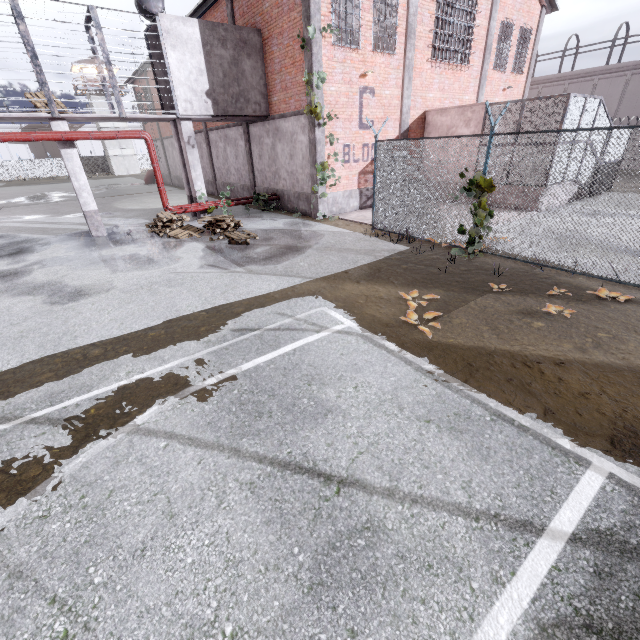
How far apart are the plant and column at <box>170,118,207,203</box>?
11.04m

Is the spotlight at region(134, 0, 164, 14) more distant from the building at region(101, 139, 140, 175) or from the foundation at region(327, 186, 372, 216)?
the building at region(101, 139, 140, 175)

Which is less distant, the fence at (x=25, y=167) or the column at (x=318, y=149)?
the column at (x=318, y=149)

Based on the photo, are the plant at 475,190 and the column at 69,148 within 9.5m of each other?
no

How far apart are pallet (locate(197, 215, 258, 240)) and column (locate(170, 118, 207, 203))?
2.4 meters

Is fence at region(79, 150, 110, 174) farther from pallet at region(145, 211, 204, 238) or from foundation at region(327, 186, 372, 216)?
pallet at region(145, 211, 204, 238)

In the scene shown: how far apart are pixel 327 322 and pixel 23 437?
4.3 meters

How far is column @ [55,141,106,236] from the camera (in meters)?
11.30
